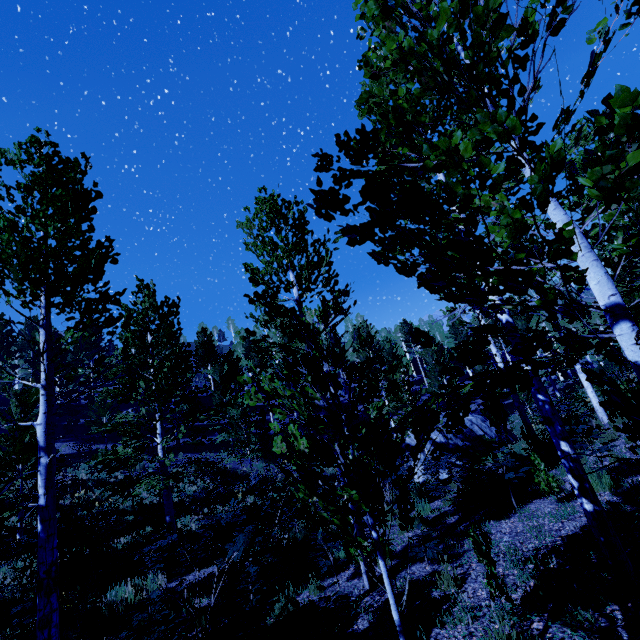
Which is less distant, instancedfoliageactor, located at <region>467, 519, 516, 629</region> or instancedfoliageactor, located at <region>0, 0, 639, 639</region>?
instancedfoliageactor, located at <region>0, 0, 639, 639</region>

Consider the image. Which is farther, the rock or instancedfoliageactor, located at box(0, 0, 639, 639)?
the rock

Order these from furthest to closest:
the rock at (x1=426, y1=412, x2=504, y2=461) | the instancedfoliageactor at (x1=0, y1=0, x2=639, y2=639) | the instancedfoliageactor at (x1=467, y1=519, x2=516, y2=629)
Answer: the rock at (x1=426, y1=412, x2=504, y2=461) < the instancedfoliageactor at (x1=467, y1=519, x2=516, y2=629) < the instancedfoliageactor at (x1=0, y1=0, x2=639, y2=639)

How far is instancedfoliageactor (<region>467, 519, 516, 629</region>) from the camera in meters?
3.9 m

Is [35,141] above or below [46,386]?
above

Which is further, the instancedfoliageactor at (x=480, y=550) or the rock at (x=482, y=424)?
the rock at (x=482, y=424)

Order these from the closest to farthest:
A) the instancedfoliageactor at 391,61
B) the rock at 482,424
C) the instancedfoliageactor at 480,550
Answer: the instancedfoliageactor at 391,61
the instancedfoliageactor at 480,550
the rock at 482,424
